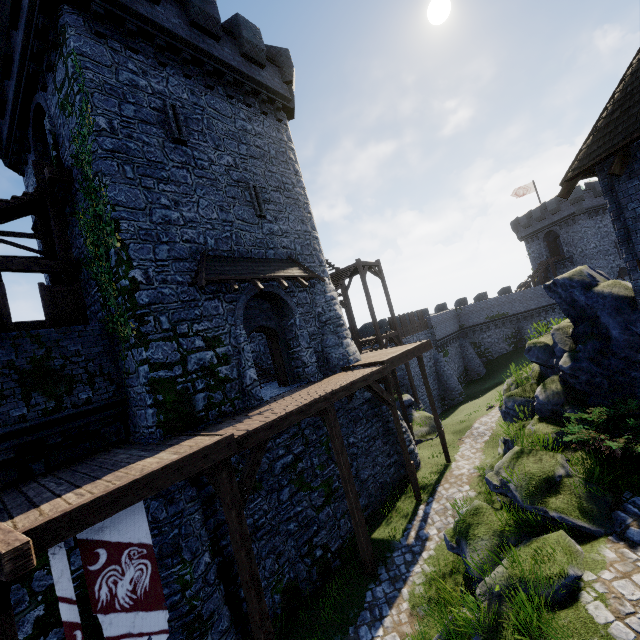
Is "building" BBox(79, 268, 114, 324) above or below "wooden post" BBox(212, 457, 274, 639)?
above

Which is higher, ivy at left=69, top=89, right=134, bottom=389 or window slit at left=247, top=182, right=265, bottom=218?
window slit at left=247, top=182, right=265, bottom=218

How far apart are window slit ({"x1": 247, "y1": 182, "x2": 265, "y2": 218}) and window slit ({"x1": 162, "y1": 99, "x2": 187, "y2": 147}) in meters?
2.6 m

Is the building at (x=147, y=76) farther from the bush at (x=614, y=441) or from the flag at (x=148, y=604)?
the bush at (x=614, y=441)

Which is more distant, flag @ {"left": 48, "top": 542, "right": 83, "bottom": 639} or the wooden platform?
the wooden platform

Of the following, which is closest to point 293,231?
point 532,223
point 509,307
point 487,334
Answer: point 487,334

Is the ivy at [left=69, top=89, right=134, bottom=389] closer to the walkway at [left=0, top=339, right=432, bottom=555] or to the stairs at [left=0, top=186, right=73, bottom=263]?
the stairs at [left=0, top=186, right=73, bottom=263]

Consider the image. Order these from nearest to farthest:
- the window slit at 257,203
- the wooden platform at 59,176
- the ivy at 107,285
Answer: the ivy at 107,285
the wooden platform at 59,176
the window slit at 257,203
